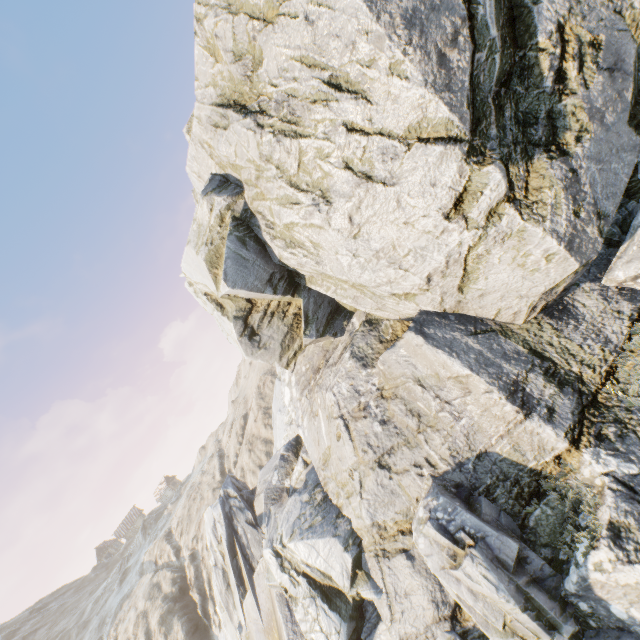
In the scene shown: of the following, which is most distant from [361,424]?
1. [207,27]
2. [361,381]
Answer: [207,27]
